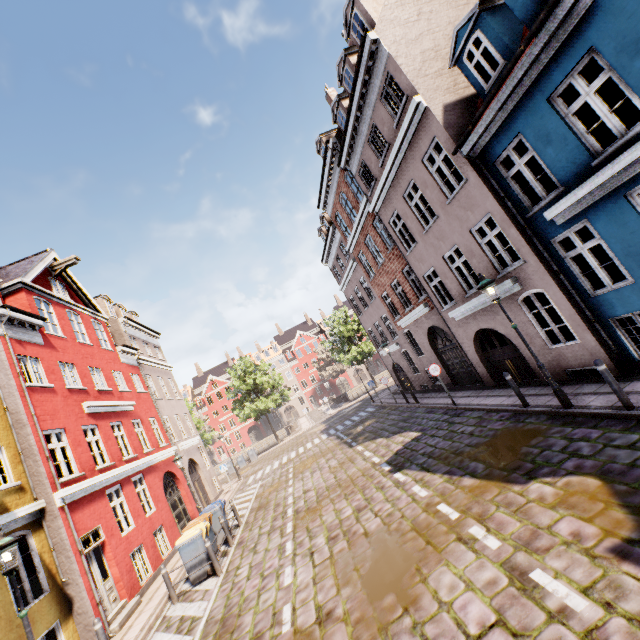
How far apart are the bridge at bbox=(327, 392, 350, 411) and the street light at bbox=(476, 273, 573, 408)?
35.4m

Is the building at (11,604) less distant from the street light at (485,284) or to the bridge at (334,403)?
the street light at (485,284)

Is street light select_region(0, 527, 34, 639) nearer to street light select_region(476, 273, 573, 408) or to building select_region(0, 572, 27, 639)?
building select_region(0, 572, 27, 639)

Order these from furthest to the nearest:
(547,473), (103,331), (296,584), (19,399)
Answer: (103,331) < (19,399) < (296,584) < (547,473)

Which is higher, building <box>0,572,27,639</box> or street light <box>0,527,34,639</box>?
street light <box>0,527,34,639</box>

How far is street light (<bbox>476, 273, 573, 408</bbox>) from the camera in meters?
8.0 m

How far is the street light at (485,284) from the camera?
8.0 meters

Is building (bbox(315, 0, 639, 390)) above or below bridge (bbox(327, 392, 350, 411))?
above
